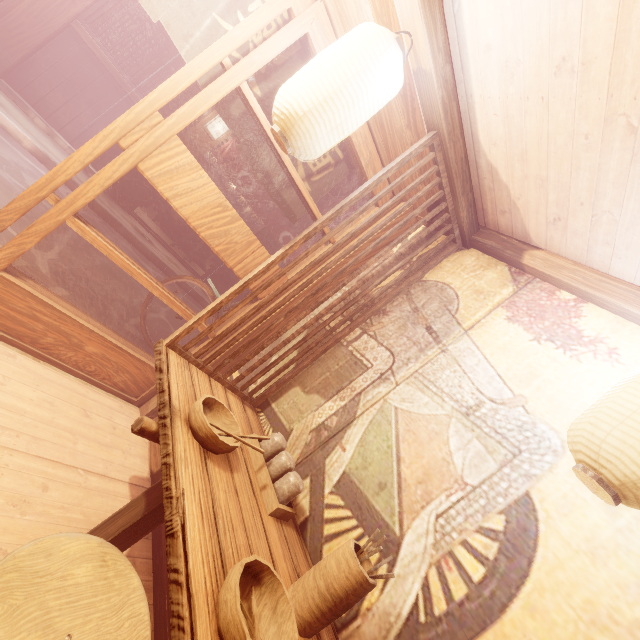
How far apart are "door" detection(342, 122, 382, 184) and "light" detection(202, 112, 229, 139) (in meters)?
8.56

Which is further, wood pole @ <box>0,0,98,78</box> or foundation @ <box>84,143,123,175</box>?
foundation @ <box>84,143,123,175</box>

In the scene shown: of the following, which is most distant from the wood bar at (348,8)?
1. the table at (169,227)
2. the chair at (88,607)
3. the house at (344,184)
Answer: the table at (169,227)

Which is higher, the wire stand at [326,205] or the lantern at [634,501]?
the wire stand at [326,205]

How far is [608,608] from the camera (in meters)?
1.95

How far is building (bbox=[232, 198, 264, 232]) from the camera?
Result: 21.7m

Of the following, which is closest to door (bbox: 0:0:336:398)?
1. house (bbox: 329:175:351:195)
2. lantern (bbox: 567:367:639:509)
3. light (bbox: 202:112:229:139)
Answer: lantern (bbox: 567:367:639:509)

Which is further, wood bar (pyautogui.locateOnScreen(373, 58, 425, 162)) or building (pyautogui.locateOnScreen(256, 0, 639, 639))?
wood bar (pyautogui.locateOnScreen(373, 58, 425, 162))
